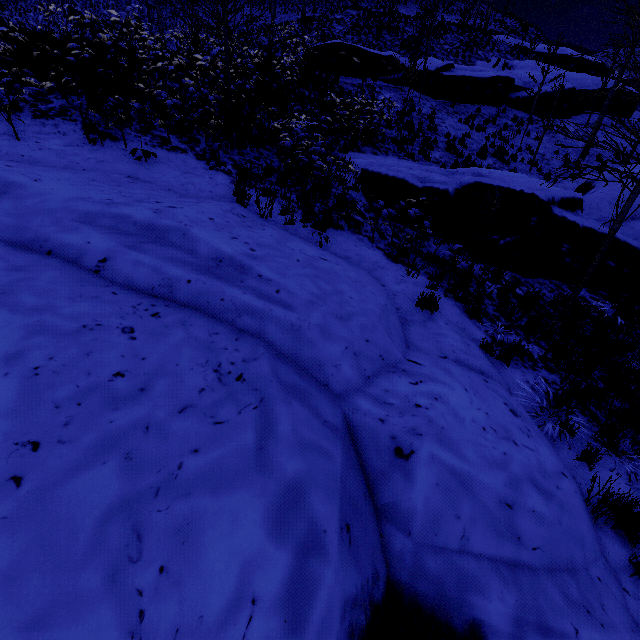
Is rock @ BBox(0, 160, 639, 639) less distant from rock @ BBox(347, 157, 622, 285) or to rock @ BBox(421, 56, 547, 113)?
rock @ BBox(347, 157, 622, 285)

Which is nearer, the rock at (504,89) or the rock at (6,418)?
the rock at (6,418)

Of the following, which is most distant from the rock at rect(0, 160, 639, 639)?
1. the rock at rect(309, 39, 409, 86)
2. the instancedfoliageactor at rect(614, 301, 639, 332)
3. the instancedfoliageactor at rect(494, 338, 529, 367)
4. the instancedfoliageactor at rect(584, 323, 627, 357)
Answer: the rock at rect(309, 39, 409, 86)

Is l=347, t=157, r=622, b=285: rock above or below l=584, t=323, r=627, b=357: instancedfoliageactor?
above

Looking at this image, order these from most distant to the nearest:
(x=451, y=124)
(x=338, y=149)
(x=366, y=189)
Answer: (x=451, y=124) < (x=338, y=149) < (x=366, y=189)

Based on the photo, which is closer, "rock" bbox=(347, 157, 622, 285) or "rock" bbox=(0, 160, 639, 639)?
"rock" bbox=(0, 160, 639, 639)

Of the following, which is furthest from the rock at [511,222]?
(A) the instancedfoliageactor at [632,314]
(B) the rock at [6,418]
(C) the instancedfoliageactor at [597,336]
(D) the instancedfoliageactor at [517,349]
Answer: (D) the instancedfoliageactor at [517,349]

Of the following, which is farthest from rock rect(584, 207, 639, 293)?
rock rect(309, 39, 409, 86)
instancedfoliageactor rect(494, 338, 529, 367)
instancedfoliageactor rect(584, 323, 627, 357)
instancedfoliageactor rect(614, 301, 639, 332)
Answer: rock rect(309, 39, 409, 86)
